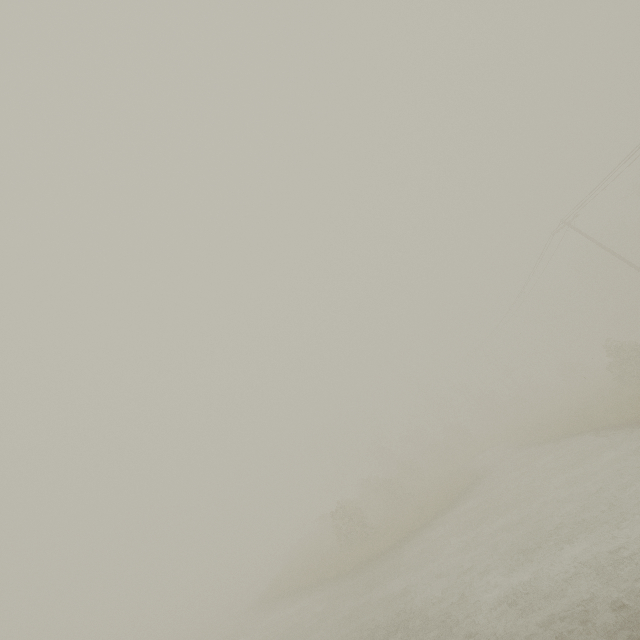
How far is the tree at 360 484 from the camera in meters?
21.6

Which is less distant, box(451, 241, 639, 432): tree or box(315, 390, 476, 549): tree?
box(315, 390, 476, 549): tree

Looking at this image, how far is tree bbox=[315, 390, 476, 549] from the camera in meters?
21.6 m

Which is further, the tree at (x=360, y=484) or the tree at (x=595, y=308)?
the tree at (x=595, y=308)

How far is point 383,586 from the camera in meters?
12.8
